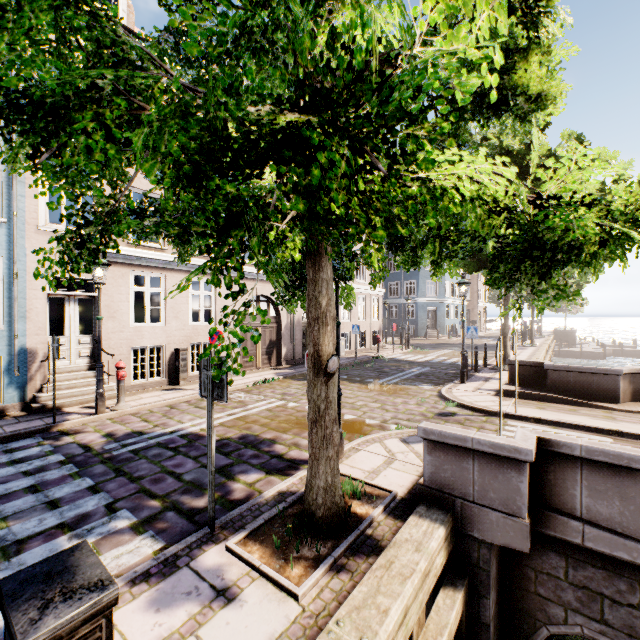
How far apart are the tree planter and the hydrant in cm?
615

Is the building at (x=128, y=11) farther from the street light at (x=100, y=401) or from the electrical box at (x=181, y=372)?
the electrical box at (x=181, y=372)

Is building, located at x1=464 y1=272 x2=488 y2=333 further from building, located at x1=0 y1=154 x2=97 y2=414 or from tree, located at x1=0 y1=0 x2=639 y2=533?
building, located at x1=0 y1=154 x2=97 y2=414

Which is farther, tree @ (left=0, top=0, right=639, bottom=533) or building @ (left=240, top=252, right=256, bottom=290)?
building @ (left=240, top=252, right=256, bottom=290)

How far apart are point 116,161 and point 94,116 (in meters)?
1.16

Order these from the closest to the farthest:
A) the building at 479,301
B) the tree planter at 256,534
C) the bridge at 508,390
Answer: the tree planter at 256,534
the bridge at 508,390
the building at 479,301

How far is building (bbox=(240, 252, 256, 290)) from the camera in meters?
13.6 m

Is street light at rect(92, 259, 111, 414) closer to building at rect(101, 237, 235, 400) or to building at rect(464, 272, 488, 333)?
building at rect(464, 272, 488, 333)
